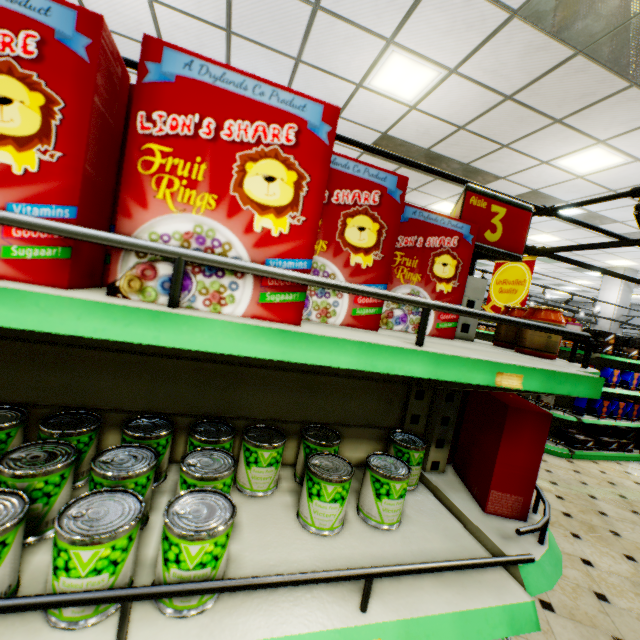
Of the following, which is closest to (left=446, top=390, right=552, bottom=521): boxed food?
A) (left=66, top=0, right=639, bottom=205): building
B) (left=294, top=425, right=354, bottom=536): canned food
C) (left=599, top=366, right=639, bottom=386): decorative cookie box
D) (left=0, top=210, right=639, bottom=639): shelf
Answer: (left=0, top=210, right=639, bottom=639): shelf

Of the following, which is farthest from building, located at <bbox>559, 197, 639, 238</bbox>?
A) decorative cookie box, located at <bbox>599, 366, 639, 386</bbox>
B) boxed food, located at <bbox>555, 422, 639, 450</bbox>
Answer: decorative cookie box, located at <bbox>599, 366, 639, 386</bbox>

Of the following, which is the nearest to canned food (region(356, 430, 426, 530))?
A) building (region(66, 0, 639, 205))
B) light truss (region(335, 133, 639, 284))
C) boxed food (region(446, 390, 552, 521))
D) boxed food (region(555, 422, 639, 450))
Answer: boxed food (region(446, 390, 552, 521))

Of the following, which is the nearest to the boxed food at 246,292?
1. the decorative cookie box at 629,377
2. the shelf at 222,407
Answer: the shelf at 222,407

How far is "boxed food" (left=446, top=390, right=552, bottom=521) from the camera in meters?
1.1

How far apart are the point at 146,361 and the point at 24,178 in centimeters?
67cm

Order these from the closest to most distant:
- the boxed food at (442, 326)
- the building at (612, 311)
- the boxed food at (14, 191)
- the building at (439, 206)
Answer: the boxed food at (14, 191) → the boxed food at (442, 326) → the building at (439, 206) → the building at (612, 311)

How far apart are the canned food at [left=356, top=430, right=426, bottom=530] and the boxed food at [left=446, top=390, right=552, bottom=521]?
0.37m
